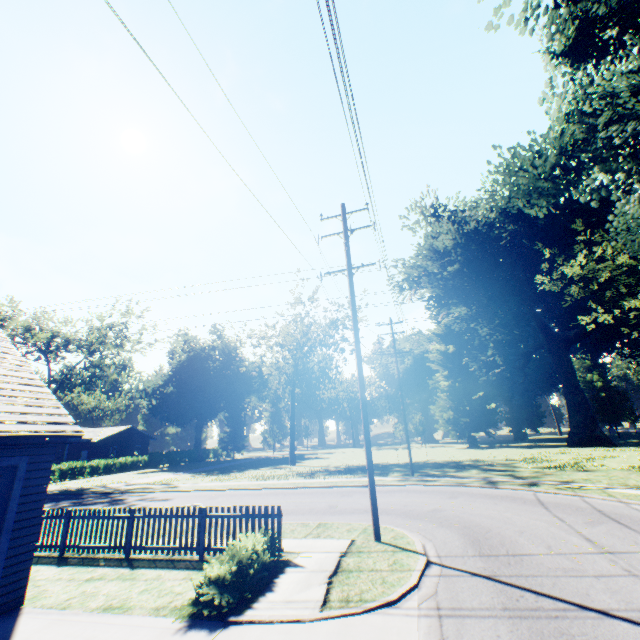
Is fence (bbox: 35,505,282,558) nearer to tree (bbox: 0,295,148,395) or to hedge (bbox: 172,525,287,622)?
hedge (bbox: 172,525,287,622)

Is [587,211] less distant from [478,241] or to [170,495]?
[478,241]

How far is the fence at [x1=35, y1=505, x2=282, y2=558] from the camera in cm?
904

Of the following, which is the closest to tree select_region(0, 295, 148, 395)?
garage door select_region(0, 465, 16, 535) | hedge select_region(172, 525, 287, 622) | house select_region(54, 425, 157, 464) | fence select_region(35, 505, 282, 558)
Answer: house select_region(54, 425, 157, 464)

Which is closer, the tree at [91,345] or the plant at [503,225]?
the plant at [503,225]

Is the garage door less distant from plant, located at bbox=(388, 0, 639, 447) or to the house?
plant, located at bbox=(388, 0, 639, 447)

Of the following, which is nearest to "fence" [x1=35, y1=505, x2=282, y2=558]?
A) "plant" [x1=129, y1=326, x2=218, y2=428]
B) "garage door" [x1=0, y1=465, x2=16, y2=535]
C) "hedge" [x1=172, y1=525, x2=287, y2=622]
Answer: "hedge" [x1=172, y1=525, x2=287, y2=622]

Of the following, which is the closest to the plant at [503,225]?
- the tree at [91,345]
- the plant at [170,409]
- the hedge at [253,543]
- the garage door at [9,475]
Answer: the hedge at [253,543]
